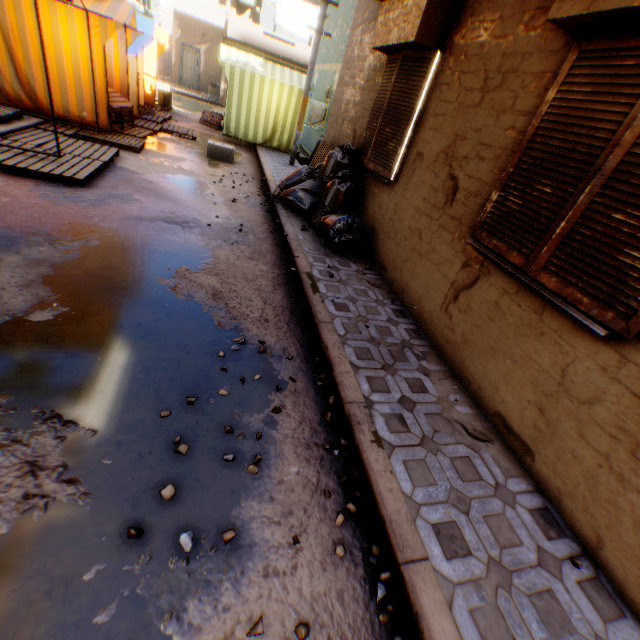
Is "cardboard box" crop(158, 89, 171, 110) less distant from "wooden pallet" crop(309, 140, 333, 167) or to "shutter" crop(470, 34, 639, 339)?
"wooden pallet" crop(309, 140, 333, 167)

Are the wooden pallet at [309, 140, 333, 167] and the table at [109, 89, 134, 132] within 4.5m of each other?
yes

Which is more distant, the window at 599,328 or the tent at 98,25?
the tent at 98,25

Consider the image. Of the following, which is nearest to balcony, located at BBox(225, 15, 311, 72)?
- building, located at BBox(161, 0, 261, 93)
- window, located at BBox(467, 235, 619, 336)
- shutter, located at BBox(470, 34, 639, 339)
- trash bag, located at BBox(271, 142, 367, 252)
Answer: building, located at BBox(161, 0, 261, 93)

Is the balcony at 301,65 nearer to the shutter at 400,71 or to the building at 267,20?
the building at 267,20

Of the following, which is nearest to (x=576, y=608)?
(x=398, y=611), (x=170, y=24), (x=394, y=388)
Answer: (x=398, y=611)

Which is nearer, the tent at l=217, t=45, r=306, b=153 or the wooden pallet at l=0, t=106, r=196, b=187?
the wooden pallet at l=0, t=106, r=196, b=187

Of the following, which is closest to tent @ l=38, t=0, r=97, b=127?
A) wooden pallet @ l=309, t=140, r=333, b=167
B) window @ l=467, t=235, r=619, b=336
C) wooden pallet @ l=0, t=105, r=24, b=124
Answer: wooden pallet @ l=0, t=105, r=24, b=124
